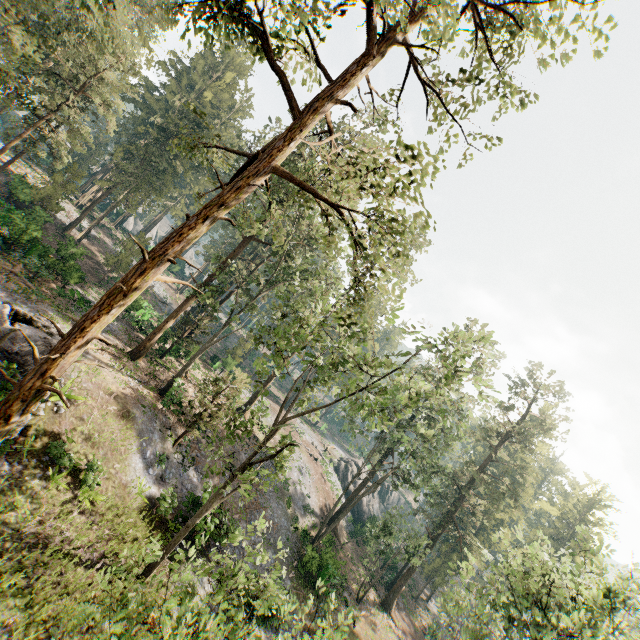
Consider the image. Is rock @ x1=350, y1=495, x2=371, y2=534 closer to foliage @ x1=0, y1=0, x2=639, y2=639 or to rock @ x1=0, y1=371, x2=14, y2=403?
foliage @ x1=0, y1=0, x2=639, y2=639

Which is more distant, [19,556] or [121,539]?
[121,539]

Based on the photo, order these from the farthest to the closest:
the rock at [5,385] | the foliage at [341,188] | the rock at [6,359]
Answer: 1. the rock at [6,359]
2. the rock at [5,385]
3. the foliage at [341,188]

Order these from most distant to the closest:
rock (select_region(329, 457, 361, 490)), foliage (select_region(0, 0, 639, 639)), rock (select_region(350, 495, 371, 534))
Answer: rock (select_region(329, 457, 361, 490))
rock (select_region(350, 495, 371, 534))
foliage (select_region(0, 0, 639, 639))

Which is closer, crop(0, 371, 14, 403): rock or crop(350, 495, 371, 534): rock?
crop(0, 371, 14, 403): rock

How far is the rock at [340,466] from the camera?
50.5m

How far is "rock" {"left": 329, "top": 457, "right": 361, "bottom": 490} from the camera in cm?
5053
